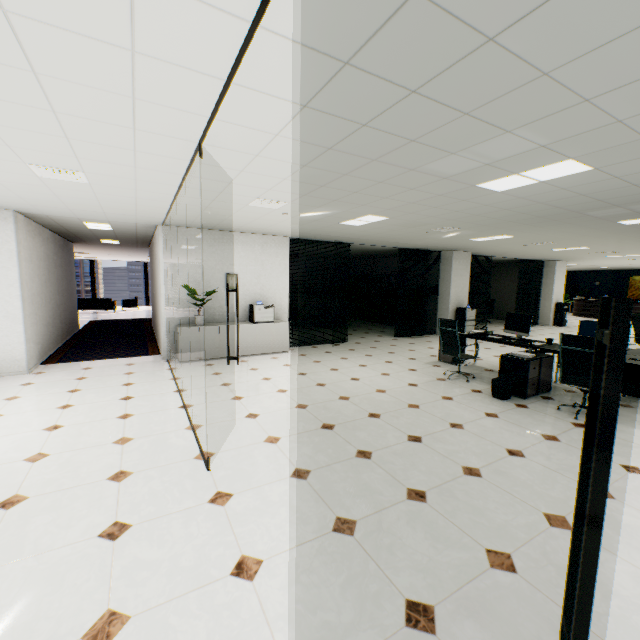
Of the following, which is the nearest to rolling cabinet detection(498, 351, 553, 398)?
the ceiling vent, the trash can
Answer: Answer: the trash can

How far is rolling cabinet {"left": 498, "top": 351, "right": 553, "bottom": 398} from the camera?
5.16m

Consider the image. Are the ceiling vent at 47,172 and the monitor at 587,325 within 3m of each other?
no

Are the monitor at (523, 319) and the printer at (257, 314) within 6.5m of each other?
yes

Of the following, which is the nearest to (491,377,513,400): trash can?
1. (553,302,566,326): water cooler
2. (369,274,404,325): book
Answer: (369,274,404,325): book

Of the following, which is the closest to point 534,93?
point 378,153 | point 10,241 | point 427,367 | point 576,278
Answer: point 378,153

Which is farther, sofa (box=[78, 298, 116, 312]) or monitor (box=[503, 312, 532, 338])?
sofa (box=[78, 298, 116, 312])

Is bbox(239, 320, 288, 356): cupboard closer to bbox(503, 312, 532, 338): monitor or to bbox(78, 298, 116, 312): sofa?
bbox(503, 312, 532, 338): monitor
